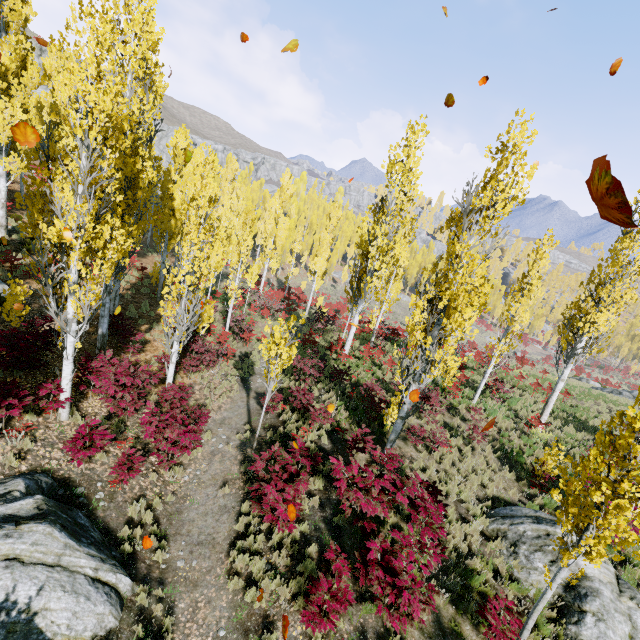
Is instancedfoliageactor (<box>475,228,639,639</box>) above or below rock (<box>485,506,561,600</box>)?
above

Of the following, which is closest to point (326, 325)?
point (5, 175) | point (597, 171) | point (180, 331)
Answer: point (180, 331)

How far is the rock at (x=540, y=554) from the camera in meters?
7.8

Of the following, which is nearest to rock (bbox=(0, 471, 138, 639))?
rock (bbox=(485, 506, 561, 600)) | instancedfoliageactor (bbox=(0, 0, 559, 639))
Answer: instancedfoliageactor (bbox=(0, 0, 559, 639))

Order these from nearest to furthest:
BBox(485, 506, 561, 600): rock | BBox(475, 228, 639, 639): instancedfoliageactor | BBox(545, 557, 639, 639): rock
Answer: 1. BBox(475, 228, 639, 639): instancedfoliageactor
2. BBox(545, 557, 639, 639): rock
3. BBox(485, 506, 561, 600): rock

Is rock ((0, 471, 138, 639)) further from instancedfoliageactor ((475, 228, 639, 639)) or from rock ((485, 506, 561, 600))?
rock ((485, 506, 561, 600))

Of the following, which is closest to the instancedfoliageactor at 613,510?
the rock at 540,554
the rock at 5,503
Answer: the rock at 540,554
